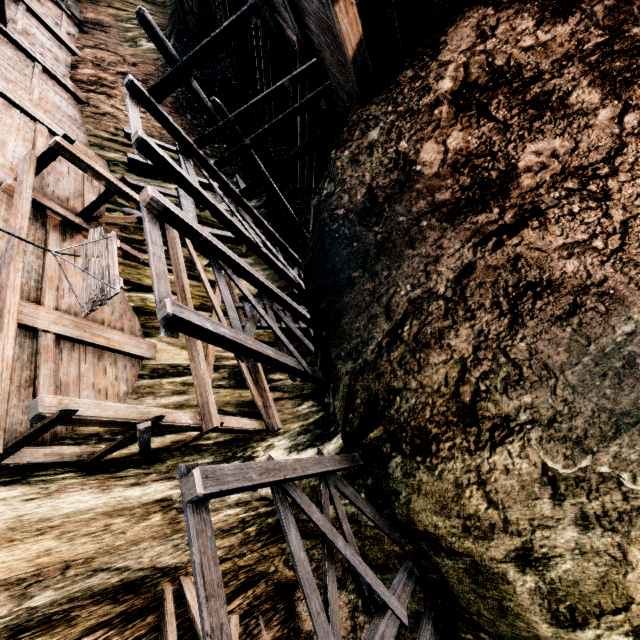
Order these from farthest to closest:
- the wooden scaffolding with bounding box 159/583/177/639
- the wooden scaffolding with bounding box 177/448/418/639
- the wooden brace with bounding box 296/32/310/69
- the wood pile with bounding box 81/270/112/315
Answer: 1. the wooden brace with bounding box 296/32/310/69
2. the wood pile with bounding box 81/270/112/315
3. the wooden scaffolding with bounding box 159/583/177/639
4. the wooden scaffolding with bounding box 177/448/418/639

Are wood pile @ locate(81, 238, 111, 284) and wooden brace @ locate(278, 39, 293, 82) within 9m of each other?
no

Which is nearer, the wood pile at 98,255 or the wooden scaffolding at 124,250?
the wood pile at 98,255

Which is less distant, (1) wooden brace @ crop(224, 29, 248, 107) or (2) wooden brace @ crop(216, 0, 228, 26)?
(2) wooden brace @ crop(216, 0, 228, 26)

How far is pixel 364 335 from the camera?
5.70m

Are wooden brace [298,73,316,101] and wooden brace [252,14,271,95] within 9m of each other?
yes

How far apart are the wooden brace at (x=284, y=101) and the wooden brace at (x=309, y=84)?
4.83m

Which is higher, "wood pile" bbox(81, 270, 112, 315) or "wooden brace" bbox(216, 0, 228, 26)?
"wood pile" bbox(81, 270, 112, 315)
